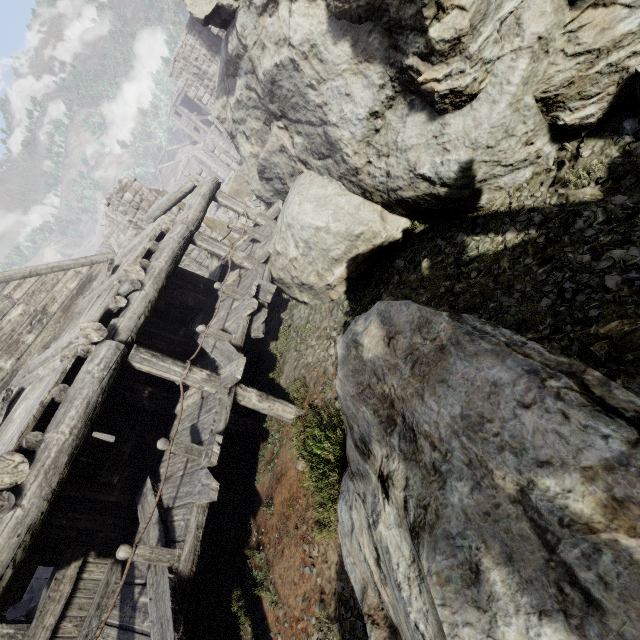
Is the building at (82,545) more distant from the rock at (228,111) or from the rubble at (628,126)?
the rubble at (628,126)

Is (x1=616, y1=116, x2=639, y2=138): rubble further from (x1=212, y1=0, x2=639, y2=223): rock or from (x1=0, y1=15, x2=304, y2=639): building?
(x1=0, y1=15, x2=304, y2=639): building

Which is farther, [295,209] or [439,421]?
[295,209]

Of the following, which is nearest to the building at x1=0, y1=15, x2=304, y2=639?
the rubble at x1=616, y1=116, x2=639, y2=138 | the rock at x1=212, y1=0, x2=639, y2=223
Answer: the rock at x1=212, y1=0, x2=639, y2=223

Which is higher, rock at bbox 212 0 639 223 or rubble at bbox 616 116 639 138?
rock at bbox 212 0 639 223
